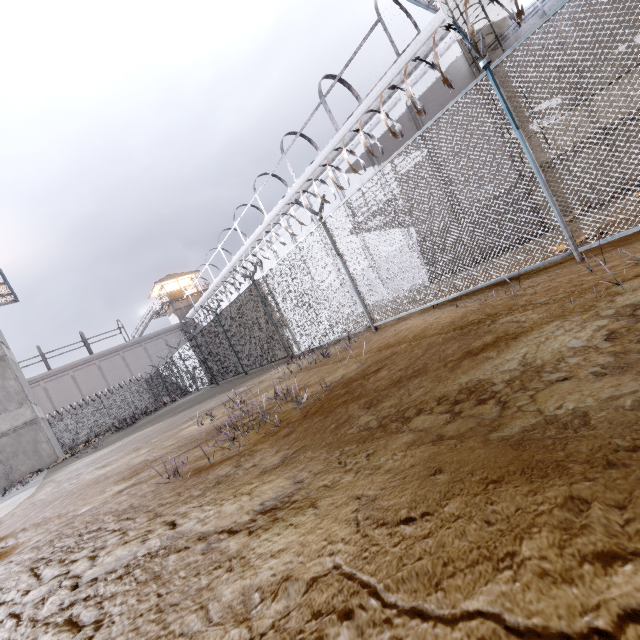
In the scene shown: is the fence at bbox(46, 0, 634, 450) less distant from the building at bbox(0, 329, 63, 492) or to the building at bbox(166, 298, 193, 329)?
the building at bbox(0, 329, 63, 492)

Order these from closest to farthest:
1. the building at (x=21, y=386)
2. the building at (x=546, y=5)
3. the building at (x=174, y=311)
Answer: the building at (x=546, y=5)
the building at (x=21, y=386)
the building at (x=174, y=311)

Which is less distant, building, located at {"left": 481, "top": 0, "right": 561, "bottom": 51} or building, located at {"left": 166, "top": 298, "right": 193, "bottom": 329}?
building, located at {"left": 481, "top": 0, "right": 561, "bottom": 51}

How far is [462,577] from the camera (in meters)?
0.77

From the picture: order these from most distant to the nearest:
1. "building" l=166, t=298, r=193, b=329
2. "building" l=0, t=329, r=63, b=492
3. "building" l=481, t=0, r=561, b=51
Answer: "building" l=166, t=298, r=193, b=329 → "building" l=0, t=329, r=63, b=492 → "building" l=481, t=0, r=561, b=51

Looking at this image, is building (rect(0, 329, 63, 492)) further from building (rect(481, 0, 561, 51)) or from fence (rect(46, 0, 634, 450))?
building (rect(481, 0, 561, 51))

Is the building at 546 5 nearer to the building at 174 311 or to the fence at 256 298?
the fence at 256 298

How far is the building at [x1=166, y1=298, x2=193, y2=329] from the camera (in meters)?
42.09
